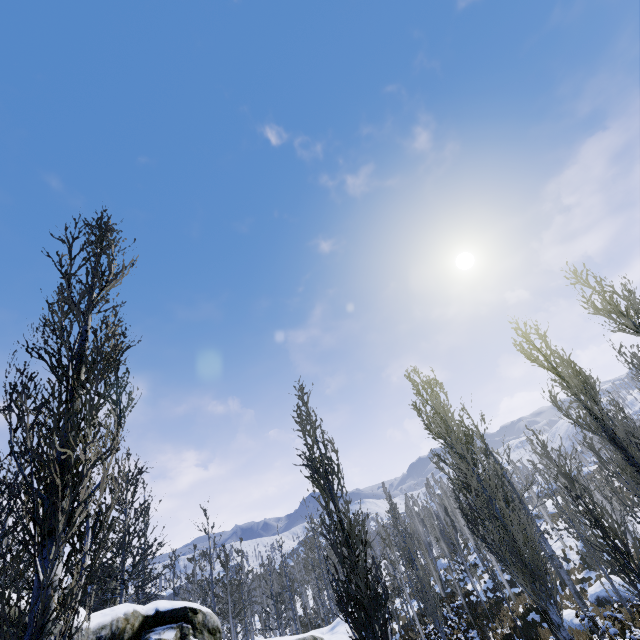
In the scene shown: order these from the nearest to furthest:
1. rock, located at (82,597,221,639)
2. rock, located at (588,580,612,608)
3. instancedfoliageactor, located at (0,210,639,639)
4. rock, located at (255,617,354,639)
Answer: instancedfoliageactor, located at (0,210,639,639) < rock, located at (82,597,221,639) < rock, located at (255,617,354,639) < rock, located at (588,580,612,608)

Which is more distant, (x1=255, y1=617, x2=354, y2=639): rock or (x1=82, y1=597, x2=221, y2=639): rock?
(x1=255, y1=617, x2=354, y2=639): rock

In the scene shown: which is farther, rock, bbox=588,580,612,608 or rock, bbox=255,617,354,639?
rock, bbox=588,580,612,608

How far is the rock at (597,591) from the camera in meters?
19.6 m

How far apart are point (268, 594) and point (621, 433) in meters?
58.4 m

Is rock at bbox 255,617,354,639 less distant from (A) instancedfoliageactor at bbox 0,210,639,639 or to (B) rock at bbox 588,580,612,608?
(A) instancedfoliageactor at bbox 0,210,639,639

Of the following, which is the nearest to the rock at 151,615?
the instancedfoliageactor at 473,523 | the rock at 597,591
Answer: the instancedfoliageactor at 473,523

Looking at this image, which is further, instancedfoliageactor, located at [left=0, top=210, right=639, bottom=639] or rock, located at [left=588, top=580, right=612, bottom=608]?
rock, located at [left=588, top=580, right=612, bottom=608]
